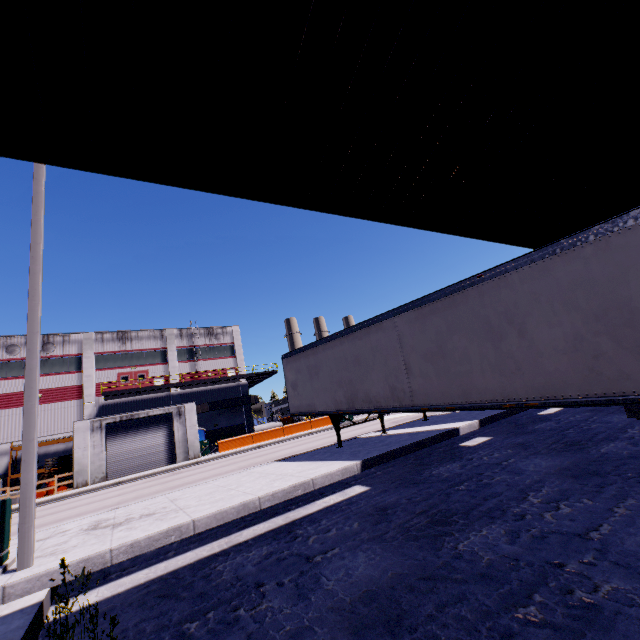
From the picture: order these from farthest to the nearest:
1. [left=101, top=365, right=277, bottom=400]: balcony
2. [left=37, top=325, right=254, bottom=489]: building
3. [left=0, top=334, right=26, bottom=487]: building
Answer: [left=101, top=365, right=277, bottom=400]: balcony
[left=0, top=334, right=26, bottom=487]: building
[left=37, top=325, right=254, bottom=489]: building

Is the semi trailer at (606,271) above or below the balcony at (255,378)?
below

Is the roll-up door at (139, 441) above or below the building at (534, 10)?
below

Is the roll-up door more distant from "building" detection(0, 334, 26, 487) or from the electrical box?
the electrical box

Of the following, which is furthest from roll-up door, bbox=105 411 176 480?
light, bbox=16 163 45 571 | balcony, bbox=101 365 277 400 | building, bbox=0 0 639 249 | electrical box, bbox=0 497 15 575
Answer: electrical box, bbox=0 497 15 575

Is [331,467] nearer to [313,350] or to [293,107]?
[313,350]

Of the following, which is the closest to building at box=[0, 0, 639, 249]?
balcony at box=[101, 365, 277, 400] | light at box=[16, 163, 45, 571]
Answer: balcony at box=[101, 365, 277, 400]
